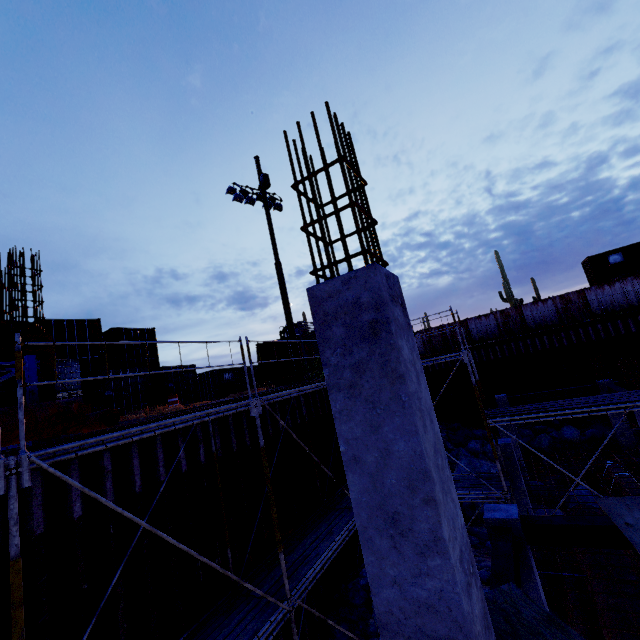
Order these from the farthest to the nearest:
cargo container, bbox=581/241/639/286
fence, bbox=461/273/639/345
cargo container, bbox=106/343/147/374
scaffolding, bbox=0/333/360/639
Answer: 1. cargo container, bbox=581/241/639/286
2. fence, bbox=461/273/639/345
3. cargo container, bbox=106/343/147/374
4. scaffolding, bbox=0/333/360/639

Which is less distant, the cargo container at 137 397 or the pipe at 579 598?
the pipe at 579 598

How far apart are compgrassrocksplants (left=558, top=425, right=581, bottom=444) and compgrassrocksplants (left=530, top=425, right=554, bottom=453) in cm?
31

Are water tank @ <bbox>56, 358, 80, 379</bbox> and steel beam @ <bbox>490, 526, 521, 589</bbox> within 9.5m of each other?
no

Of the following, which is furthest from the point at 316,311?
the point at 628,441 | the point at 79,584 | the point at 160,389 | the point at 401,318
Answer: the point at 628,441

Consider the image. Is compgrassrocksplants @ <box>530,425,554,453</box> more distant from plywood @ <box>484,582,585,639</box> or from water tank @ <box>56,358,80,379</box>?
water tank @ <box>56,358,80,379</box>

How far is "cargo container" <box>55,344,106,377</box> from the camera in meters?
14.3 m

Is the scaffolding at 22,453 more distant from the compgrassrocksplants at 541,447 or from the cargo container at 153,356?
the compgrassrocksplants at 541,447
